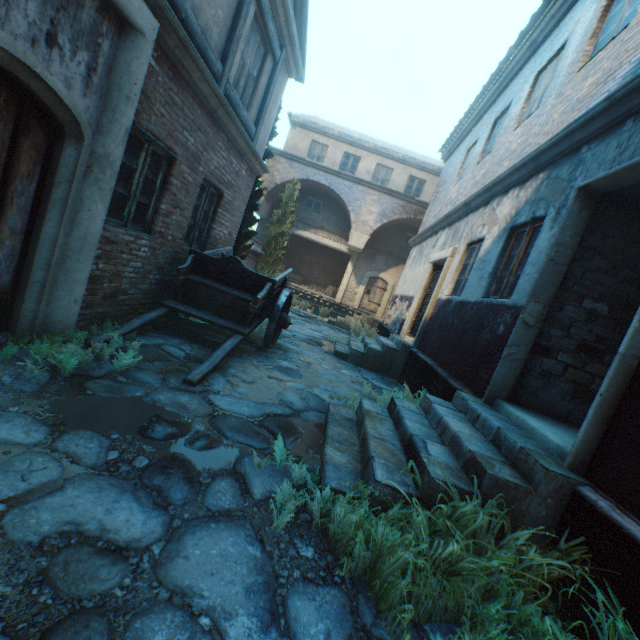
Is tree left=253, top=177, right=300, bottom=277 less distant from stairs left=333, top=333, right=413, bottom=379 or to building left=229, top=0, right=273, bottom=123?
building left=229, top=0, right=273, bottom=123

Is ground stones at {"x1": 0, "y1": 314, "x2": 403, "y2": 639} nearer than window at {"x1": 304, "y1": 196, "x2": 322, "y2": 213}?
Yes

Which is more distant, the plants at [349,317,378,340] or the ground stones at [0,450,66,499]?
the plants at [349,317,378,340]

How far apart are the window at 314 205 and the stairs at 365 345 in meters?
10.9

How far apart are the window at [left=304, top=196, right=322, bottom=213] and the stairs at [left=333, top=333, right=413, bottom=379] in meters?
10.9 m

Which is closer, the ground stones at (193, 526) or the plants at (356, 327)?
the ground stones at (193, 526)

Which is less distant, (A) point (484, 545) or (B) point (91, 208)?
(A) point (484, 545)

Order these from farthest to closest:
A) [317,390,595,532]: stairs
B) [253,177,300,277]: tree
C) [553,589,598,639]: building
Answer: [253,177,300,277]: tree → [317,390,595,532]: stairs → [553,589,598,639]: building
